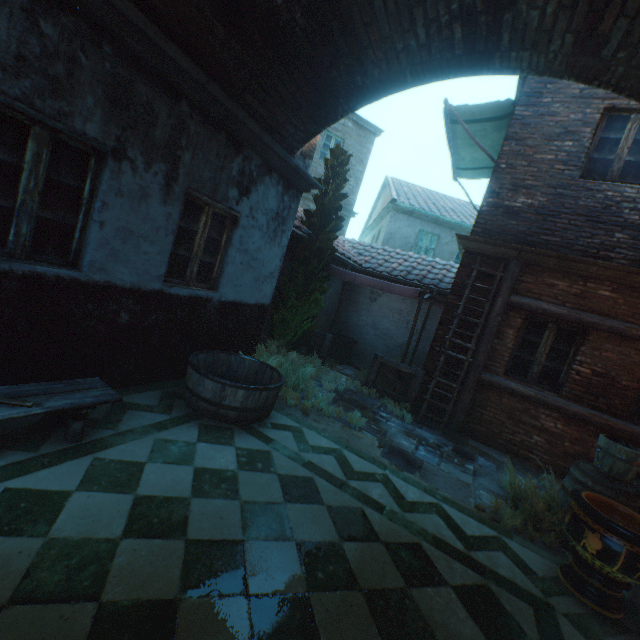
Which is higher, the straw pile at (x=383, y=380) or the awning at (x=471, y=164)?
the awning at (x=471, y=164)

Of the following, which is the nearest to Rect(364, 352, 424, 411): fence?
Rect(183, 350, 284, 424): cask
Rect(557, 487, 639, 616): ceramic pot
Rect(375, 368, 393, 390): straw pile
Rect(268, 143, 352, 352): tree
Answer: Rect(375, 368, 393, 390): straw pile

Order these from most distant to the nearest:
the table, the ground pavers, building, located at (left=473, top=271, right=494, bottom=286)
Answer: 1. building, located at (left=473, top=271, right=494, bottom=286)
2. the ground pavers
3. the table

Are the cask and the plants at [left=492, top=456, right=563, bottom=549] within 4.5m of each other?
yes

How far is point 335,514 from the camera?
3.13m

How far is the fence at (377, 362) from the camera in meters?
7.1

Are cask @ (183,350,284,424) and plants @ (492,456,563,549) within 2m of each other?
no

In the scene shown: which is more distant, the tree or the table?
the tree
